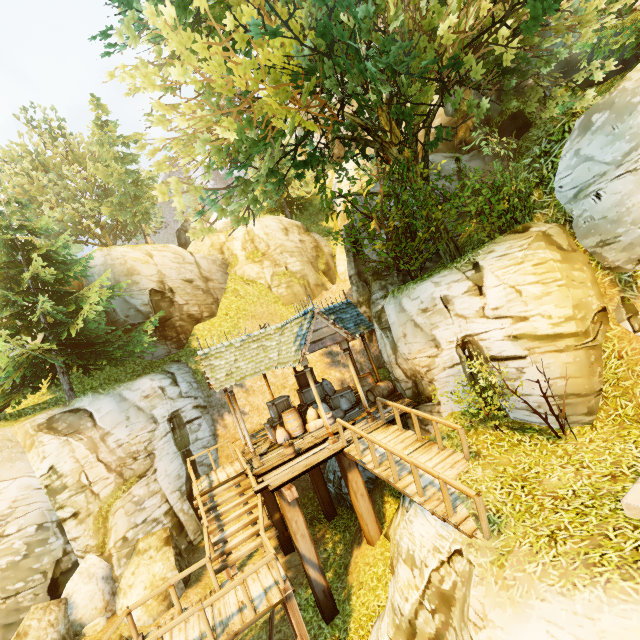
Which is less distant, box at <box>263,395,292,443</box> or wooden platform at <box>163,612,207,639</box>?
wooden platform at <box>163,612,207,639</box>

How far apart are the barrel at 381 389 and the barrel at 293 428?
2.9 meters

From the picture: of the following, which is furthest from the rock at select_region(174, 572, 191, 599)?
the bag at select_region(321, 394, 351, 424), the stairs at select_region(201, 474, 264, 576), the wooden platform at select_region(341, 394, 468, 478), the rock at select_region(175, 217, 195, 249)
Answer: the rock at select_region(175, 217, 195, 249)

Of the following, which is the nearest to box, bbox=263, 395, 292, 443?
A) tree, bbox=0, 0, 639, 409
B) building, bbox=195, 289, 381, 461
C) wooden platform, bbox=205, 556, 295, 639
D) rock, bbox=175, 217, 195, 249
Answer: building, bbox=195, 289, 381, 461

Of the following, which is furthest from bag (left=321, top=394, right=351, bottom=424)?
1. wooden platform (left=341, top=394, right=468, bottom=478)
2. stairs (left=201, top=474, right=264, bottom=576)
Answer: stairs (left=201, top=474, right=264, bottom=576)

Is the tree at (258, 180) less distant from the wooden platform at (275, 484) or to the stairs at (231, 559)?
the wooden platform at (275, 484)

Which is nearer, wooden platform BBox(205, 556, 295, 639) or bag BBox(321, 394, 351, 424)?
wooden platform BBox(205, 556, 295, 639)

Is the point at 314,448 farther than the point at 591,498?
Yes
